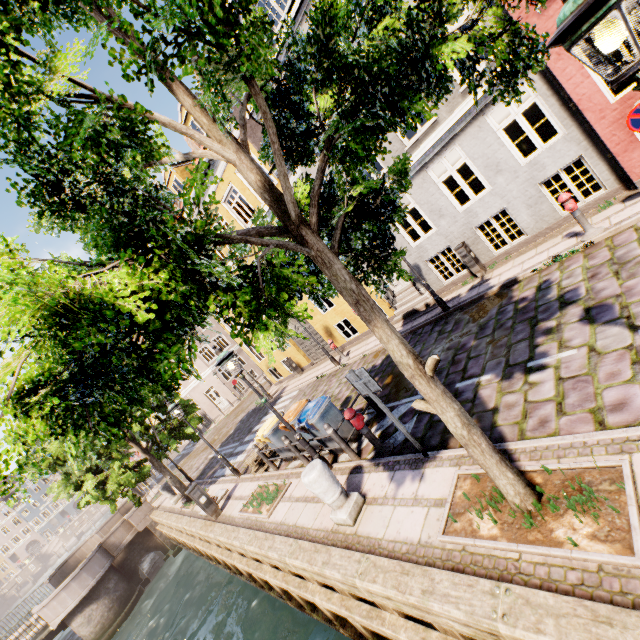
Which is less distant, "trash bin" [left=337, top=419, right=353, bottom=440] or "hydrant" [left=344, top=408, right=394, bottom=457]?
"hydrant" [left=344, top=408, right=394, bottom=457]

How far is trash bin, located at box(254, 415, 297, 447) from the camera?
9.4m

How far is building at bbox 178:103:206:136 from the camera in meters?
14.5 m

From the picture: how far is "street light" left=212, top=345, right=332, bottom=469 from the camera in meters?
7.0 m

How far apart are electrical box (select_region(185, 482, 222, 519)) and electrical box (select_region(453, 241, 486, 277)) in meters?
11.2

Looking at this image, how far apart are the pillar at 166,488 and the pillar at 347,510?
13.5m

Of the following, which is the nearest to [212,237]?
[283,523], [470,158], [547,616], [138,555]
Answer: [547,616]

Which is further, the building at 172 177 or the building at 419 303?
the building at 172 177
